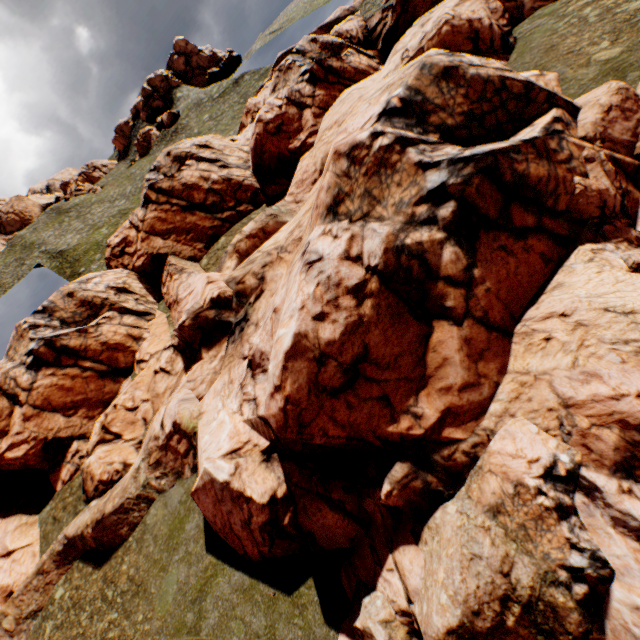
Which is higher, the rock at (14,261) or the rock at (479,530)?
the rock at (14,261)

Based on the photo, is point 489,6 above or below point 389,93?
below

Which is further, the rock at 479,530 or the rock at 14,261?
the rock at 14,261

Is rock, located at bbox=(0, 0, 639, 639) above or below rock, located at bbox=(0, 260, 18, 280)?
below

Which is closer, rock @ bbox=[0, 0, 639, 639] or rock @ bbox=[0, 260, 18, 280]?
rock @ bbox=[0, 0, 639, 639]
